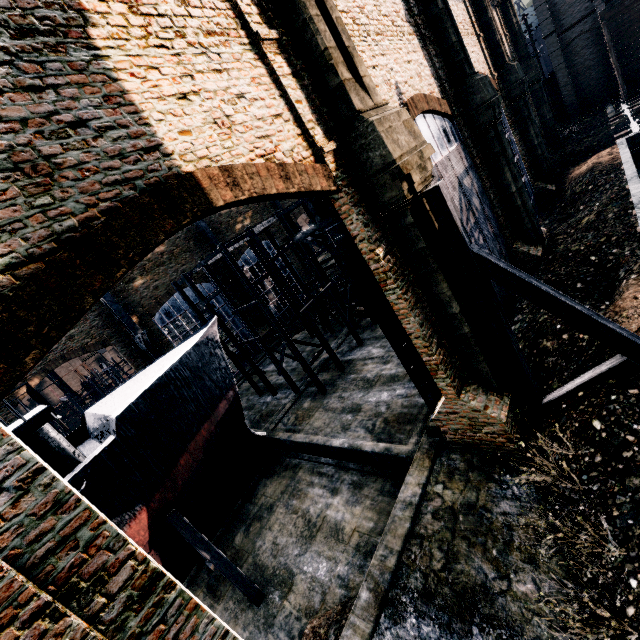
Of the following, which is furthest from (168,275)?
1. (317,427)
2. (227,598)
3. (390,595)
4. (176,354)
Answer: (390,595)

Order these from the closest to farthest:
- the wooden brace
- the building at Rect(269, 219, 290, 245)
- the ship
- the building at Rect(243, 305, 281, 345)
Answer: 1. the wooden brace
2. the ship
3. the building at Rect(243, 305, 281, 345)
4. the building at Rect(269, 219, 290, 245)

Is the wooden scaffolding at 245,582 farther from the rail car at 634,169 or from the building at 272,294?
the rail car at 634,169

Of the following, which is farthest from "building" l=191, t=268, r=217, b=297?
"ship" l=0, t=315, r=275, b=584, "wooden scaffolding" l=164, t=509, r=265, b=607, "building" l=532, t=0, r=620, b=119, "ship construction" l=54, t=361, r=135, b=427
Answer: "building" l=532, t=0, r=620, b=119

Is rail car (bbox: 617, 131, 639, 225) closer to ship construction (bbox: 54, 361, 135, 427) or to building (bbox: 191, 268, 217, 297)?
building (bbox: 191, 268, 217, 297)

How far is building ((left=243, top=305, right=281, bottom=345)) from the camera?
38.90m

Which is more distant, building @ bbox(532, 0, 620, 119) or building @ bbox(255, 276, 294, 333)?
building @ bbox(255, 276, 294, 333)

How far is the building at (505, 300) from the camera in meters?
15.6
